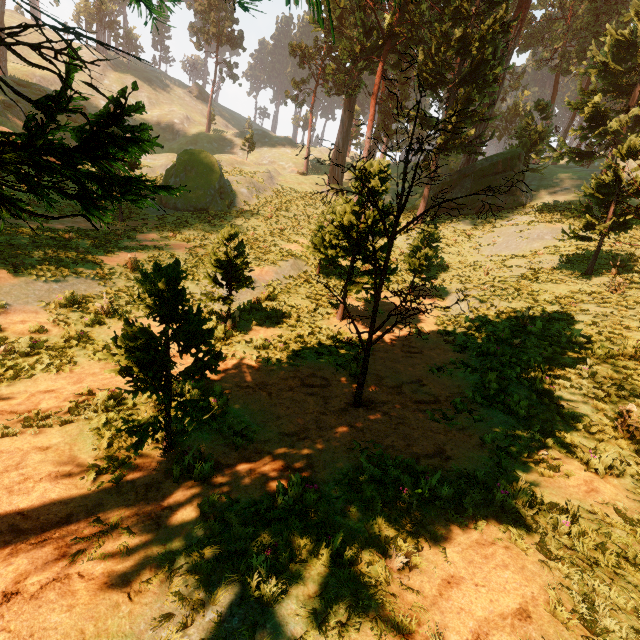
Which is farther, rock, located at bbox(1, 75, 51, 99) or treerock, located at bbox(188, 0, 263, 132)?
treerock, located at bbox(188, 0, 263, 132)

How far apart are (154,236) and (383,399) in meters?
19.1 m

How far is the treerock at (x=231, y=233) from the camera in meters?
10.8 m

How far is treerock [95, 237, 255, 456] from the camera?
4.87m

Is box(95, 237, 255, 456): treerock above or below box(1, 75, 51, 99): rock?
below

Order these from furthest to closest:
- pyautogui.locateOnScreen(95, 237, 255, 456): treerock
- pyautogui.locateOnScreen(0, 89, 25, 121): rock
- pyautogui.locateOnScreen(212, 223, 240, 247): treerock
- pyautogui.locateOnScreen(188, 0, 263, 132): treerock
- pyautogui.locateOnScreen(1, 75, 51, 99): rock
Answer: pyautogui.locateOnScreen(188, 0, 263, 132): treerock, pyautogui.locateOnScreen(1, 75, 51, 99): rock, pyautogui.locateOnScreen(0, 89, 25, 121): rock, pyautogui.locateOnScreen(212, 223, 240, 247): treerock, pyautogui.locateOnScreen(95, 237, 255, 456): treerock

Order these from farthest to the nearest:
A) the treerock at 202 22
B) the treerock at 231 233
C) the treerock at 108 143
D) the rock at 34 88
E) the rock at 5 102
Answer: the treerock at 202 22 → the rock at 34 88 → the rock at 5 102 → the treerock at 231 233 → the treerock at 108 143
